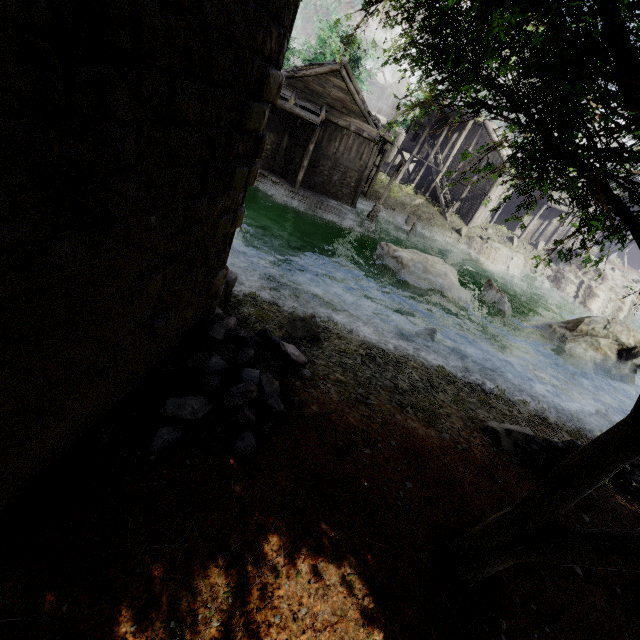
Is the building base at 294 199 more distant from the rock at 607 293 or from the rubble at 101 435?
the rubble at 101 435

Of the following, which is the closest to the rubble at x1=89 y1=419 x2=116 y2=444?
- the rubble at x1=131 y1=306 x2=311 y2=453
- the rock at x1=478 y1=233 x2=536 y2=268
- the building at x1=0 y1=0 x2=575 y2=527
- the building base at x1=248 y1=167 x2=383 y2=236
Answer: the rubble at x1=131 y1=306 x2=311 y2=453

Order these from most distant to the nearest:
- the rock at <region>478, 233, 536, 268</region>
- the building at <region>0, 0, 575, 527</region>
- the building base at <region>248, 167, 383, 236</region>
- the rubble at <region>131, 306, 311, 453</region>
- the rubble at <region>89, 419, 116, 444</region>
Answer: the rock at <region>478, 233, 536, 268</region> → the building base at <region>248, 167, 383, 236</region> → the rubble at <region>131, 306, 311, 453</region> → the rubble at <region>89, 419, 116, 444</region> → the building at <region>0, 0, 575, 527</region>

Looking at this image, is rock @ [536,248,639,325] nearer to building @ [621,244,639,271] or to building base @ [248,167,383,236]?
building @ [621,244,639,271]

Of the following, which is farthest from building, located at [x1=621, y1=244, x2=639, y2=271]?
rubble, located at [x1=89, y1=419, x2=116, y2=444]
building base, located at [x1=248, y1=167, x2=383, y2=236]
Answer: rubble, located at [x1=89, y1=419, x2=116, y2=444]

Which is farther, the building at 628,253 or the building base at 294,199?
the building at 628,253

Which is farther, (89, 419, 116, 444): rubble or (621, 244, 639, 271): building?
(621, 244, 639, 271): building

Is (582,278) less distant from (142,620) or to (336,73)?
(336,73)
